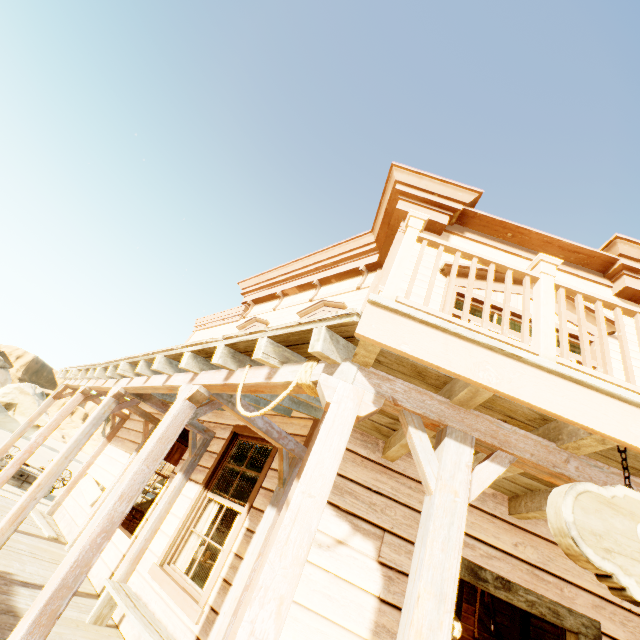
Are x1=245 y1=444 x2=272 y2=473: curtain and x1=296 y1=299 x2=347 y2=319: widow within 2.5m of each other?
yes

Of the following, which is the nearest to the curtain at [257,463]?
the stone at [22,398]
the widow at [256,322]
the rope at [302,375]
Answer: the widow at [256,322]

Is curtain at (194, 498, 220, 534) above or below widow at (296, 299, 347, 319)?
below

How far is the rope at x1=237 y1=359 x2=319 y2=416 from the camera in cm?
227

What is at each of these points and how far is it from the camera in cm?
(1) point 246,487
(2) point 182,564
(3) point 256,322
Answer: (1) building, 1212
(2) curtain, 474
(3) widow, 873

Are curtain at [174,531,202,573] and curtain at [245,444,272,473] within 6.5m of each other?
yes

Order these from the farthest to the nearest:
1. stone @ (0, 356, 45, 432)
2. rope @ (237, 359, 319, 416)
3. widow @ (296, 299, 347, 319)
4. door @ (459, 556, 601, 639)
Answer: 1. stone @ (0, 356, 45, 432)
2. widow @ (296, 299, 347, 319)
3. door @ (459, 556, 601, 639)
4. rope @ (237, 359, 319, 416)

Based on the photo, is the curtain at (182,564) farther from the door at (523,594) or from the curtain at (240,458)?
the door at (523,594)
